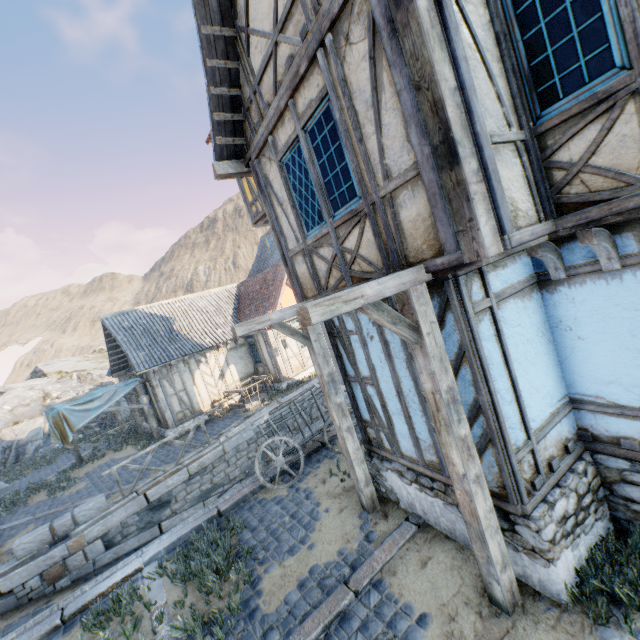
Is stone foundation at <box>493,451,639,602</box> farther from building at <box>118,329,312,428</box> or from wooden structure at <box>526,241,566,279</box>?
building at <box>118,329,312,428</box>

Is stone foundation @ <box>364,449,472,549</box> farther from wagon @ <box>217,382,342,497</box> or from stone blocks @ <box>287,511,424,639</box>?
stone blocks @ <box>287,511,424,639</box>

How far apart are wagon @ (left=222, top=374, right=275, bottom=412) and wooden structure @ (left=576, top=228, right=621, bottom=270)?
13.6 meters

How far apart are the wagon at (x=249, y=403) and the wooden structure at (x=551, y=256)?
13.1 meters

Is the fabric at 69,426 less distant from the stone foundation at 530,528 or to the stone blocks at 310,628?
the stone blocks at 310,628

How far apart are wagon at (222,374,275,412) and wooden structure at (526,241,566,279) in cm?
1313

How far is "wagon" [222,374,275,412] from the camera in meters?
15.1 m

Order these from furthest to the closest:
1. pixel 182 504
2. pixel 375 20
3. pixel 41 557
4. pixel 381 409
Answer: pixel 182 504 < pixel 41 557 < pixel 381 409 < pixel 375 20
